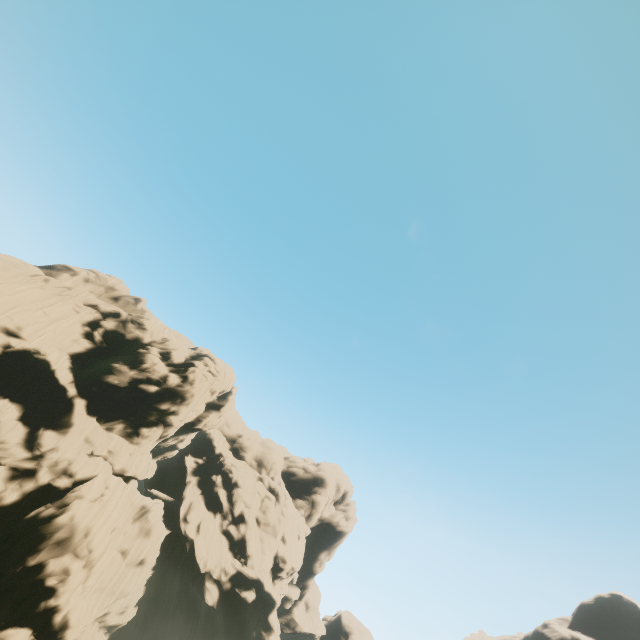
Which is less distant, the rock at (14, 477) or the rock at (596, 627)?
the rock at (14, 477)

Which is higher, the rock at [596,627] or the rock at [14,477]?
the rock at [596,627]

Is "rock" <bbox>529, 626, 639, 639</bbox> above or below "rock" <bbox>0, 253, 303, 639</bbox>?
above

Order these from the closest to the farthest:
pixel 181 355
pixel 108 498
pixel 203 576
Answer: pixel 108 498
pixel 203 576
pixel 181 355

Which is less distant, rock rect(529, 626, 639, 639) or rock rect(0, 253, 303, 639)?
rock rect(0, 253, 303, 639)
